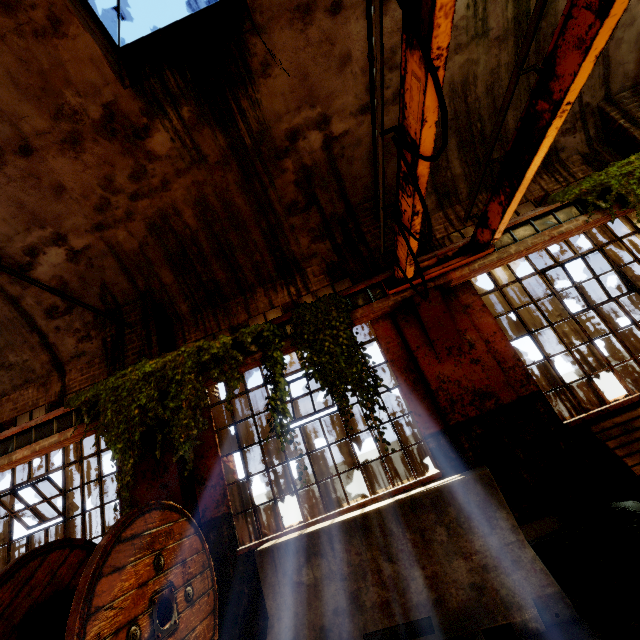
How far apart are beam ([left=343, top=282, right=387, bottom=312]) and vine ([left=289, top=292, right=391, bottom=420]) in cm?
4

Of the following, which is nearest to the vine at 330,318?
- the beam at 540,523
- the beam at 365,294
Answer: the beam at 365,294

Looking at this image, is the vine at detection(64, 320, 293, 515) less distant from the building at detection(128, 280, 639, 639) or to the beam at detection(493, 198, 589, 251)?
the building at detection(128, 280, 639, 639)

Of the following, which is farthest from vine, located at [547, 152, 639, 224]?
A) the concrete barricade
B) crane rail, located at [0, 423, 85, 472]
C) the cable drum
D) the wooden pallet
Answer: crane rail, located at [0, 423, 85, 472]

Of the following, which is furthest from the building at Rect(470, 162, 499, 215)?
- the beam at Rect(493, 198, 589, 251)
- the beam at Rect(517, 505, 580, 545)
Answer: the beam at Rect(493, 198, 589, 251)

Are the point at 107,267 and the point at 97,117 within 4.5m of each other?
yes

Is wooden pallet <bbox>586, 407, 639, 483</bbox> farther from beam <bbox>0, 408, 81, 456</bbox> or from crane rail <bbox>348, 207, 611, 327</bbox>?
beam <bbox>0, 408, 81, 456</bbox>

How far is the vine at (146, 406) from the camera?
4.53m
